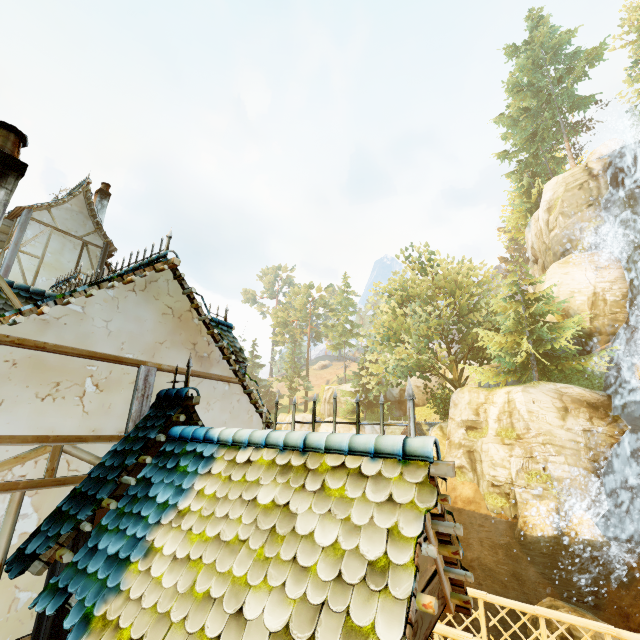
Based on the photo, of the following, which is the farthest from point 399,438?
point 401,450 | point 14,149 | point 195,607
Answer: point 14,149

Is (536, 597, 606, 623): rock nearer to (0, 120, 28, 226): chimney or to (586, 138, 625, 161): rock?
(0, 120, 28, 226): chimney

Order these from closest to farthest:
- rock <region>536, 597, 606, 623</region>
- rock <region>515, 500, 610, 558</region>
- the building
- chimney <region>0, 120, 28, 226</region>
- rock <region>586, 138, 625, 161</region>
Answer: the building
chimney <region>0, 120, 28, 226</region>
rock <region>536, 597, 606, 623</region>
rock <region>515, 500, 610, 558</region>
rock <region>586, 138, 625, 161</region>

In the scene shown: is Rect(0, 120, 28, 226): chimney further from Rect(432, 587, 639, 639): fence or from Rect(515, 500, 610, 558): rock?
Rect(515, 500, 610, 558): rock

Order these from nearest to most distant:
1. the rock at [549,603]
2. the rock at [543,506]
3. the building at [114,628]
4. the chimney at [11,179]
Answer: the building at [114,628]
the chimney at [11,179]
the rock at [549,603]
the rock at [543,506]

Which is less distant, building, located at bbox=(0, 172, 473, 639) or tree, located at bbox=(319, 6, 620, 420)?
building, located at bbox=(0, 172, 473, 639)

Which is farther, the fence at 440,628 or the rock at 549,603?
the rock at 549,603

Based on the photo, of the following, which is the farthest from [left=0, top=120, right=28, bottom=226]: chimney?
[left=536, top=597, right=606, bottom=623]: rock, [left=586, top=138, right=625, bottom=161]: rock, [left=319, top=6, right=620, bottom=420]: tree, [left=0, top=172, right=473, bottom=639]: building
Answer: [left=586, top=138, right=625, bottom=161]: rock
